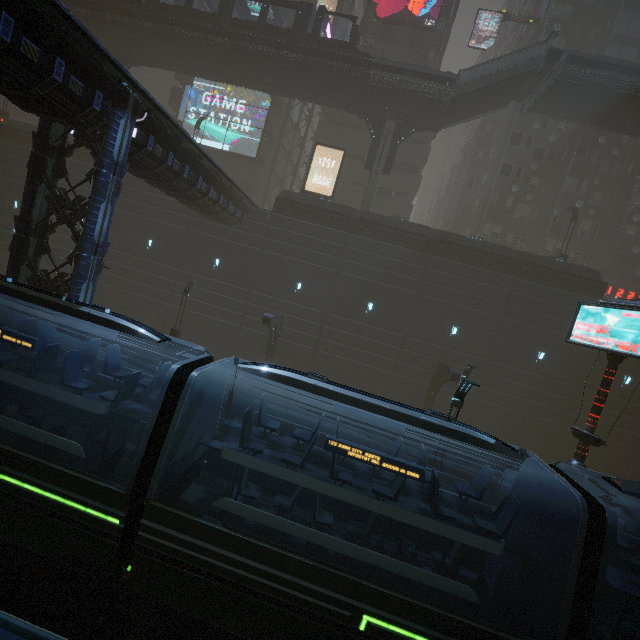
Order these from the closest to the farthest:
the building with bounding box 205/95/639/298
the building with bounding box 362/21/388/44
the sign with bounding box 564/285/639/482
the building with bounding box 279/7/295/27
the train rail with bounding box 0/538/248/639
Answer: the train rail with bounding box 0/538/248/639 < the sign with bounding box 564/285/639/482 < the building with bounding box 205/95/639/298 < the building with bounding box 362/21/388/44 < the building with bounding box 279/7/295/27

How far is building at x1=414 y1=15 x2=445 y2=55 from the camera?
32.9 meters

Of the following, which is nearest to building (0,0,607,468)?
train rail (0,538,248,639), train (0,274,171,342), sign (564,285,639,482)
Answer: train rail (0,538,248,639)

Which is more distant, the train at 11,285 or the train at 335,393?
the train at 11,285

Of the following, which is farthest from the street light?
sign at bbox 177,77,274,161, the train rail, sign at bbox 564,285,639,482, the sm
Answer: sign at bbox 177,77,274,161

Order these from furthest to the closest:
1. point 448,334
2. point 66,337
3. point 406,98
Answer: point 406,98
point 448,334
point 66,337

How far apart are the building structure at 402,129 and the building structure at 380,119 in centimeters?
68cm

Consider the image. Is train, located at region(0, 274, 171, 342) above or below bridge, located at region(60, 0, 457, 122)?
below
